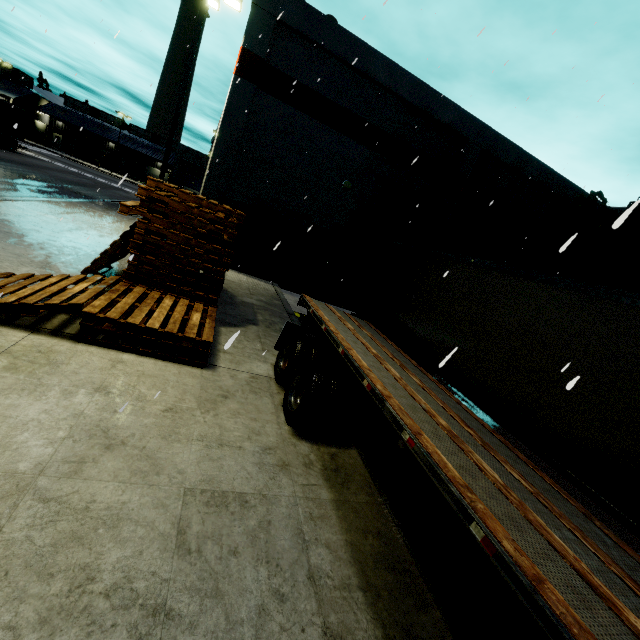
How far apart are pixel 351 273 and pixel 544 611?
15.75m

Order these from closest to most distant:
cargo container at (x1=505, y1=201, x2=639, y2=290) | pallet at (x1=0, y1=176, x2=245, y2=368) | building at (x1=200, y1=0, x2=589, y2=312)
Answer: pallet at (x1=0, y1=176, x2=245, y2=368)
cargo container at (x1=505, y1=201, x2=639, y2=290)
building at (x1=200, y1=0, x2=589, y2=312)

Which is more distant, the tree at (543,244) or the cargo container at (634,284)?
the tree at (543,244)

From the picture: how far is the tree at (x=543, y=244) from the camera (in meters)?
18.75

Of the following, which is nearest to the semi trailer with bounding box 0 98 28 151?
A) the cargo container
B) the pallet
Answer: the cargo container

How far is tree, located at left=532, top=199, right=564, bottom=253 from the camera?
18.75m

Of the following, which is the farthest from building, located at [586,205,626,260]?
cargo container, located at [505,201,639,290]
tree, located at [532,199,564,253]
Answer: cargo container, located at [505,201,639,290]

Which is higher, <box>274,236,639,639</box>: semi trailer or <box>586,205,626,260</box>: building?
<box>586,205,626,260</box>: building
